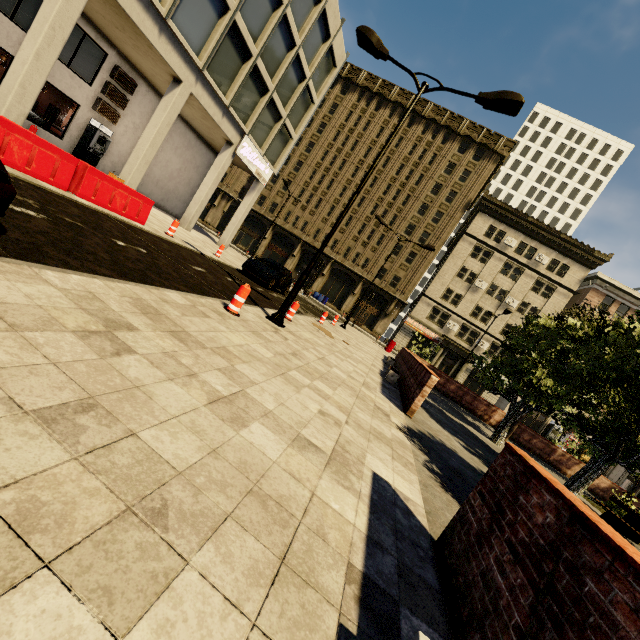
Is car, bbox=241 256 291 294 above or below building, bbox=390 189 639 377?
below

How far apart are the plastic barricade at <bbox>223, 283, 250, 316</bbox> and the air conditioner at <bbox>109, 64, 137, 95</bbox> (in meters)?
16.94

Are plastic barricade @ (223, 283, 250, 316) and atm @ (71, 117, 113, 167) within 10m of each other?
no

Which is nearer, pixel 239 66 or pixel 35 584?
pixel 35 584

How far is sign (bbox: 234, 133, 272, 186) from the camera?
19.89m

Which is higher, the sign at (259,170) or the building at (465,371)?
the sign at (259,170)

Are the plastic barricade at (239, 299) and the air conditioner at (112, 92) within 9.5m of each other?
no

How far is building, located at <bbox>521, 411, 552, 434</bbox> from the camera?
37.2 meters
